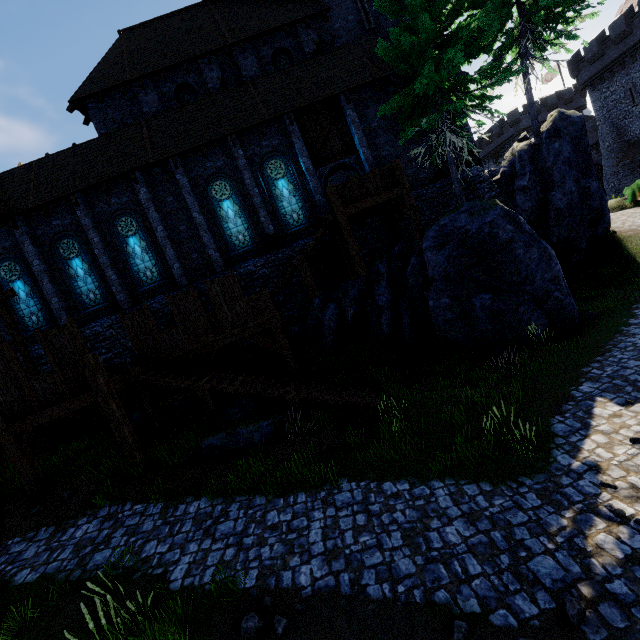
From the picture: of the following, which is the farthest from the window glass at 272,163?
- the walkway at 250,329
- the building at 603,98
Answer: the building at 603,98

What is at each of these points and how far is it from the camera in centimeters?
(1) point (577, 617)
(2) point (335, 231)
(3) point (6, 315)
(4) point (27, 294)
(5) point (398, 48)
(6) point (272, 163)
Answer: (1) instancedfoliageactor, 428cm
(2) stairs, 1384cm
(3) wooden post, 1278cm
(4) window glass, 1588cm
(5) tree, 1299cm
(6) window glass, 1633cm

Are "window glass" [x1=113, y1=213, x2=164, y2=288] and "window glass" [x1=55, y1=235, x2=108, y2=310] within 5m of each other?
yes

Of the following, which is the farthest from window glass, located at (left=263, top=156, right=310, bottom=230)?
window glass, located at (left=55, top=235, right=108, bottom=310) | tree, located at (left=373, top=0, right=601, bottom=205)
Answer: window glass, located at (left=55, top=235, right=108, bottom=310)

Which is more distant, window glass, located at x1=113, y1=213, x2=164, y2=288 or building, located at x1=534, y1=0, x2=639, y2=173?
building, located at x1=534, y1=0, x2=639, y2=173

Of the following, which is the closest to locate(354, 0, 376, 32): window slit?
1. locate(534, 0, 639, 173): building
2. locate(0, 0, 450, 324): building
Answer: locate(0, 0, 450, 324): building

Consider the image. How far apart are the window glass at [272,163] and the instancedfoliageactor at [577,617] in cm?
1560

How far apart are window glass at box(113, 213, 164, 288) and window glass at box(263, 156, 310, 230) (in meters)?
6.49
